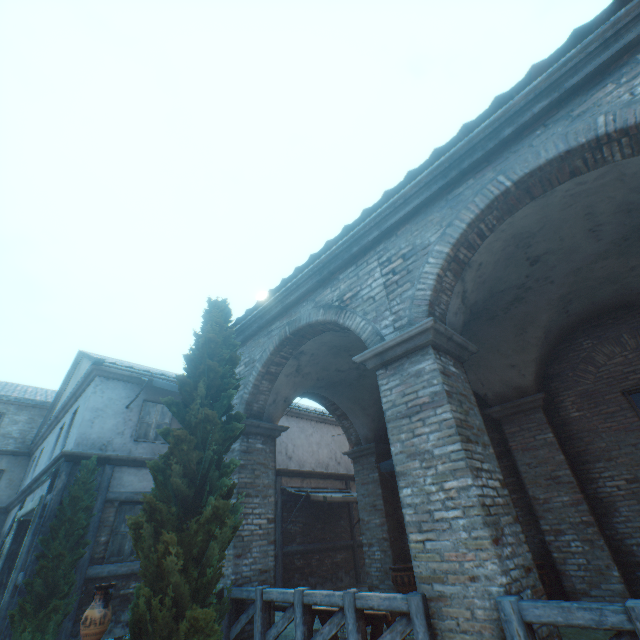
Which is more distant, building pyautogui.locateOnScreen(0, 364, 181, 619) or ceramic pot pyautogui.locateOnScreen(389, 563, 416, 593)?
building pyautogui.locateOnScreen(0, 364, 181, 619)

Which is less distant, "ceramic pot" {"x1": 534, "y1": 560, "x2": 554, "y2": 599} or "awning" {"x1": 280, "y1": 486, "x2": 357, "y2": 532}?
"ceramic pot" {"x1": 534, "y1": 560, "x2": 554, "y2": 599}

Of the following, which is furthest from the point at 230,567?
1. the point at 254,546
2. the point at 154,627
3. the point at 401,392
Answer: the point at 401,392

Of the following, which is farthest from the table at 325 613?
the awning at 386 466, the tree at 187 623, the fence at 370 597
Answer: the awning at 386 466

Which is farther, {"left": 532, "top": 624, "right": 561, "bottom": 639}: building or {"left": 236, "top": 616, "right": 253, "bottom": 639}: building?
{"left": 236, "top": 616, "right": 253, "bottom": 639}: building

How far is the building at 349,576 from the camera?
11.31m

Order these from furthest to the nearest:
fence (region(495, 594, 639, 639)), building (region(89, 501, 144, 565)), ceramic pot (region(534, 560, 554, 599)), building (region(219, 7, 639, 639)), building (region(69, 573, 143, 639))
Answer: building (region(89, 501, 144, 565)) → building (region(69, 573, 143, 639)) → ceramic pot (region(534, 560, 554, 599)) → building (region(219, 7, 639, 639)) → fence (region(495, 594, 639, 639))

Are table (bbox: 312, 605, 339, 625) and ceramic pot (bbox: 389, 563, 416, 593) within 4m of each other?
yes
